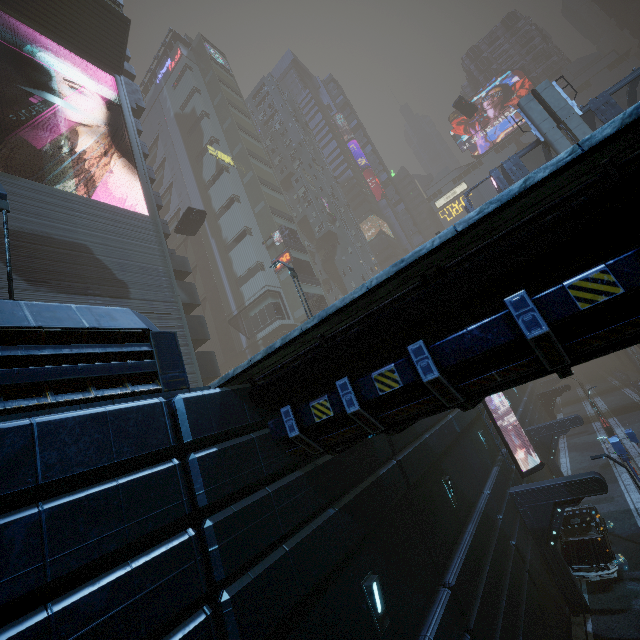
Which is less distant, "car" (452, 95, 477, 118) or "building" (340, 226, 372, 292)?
→ "car" (452, 95, 477, 118)

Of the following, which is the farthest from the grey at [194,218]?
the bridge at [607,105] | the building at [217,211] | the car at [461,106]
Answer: the bridge at [607,105]

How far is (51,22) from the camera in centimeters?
2255cm

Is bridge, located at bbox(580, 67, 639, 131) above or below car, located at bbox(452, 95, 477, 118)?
below

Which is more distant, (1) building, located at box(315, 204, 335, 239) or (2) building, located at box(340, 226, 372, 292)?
(1) building, located at box(315, 204, 335, 239)

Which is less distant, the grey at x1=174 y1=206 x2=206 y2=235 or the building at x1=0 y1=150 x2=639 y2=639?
the building at x1=0 y1=150 x2=639 y2=639

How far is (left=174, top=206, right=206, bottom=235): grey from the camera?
29.3 meters

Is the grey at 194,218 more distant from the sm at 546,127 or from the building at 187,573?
the sm at 546,127
